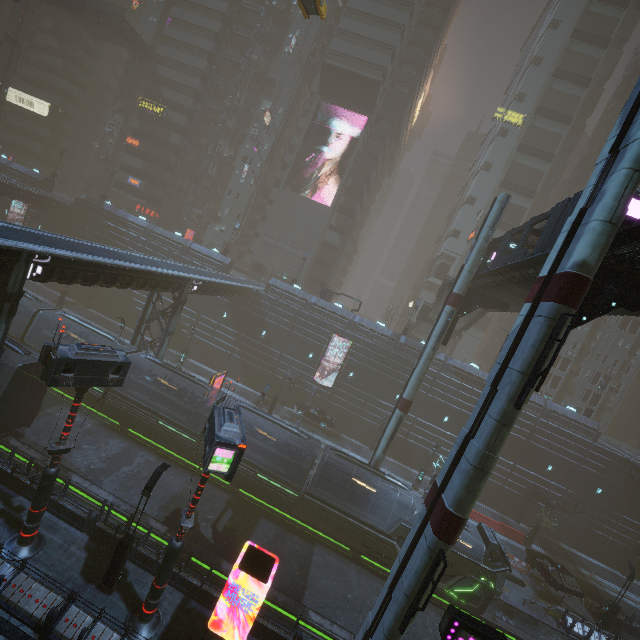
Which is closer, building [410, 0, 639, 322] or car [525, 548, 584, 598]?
car [525, 548, 584, 598]

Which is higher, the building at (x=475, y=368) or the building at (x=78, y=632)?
the building at (x=475, y=368)

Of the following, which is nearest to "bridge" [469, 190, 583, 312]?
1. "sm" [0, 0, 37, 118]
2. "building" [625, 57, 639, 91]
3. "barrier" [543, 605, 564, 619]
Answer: "barrier" [543, 605, 564, 619]

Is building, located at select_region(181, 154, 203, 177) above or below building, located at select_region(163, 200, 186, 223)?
above

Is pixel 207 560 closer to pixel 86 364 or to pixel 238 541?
pixel 238 541

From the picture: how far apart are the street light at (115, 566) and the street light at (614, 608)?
34.03m

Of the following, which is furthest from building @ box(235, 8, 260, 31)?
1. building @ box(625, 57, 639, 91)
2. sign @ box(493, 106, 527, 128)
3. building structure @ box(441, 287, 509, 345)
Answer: building structure @ box(441, 287, 509, 345)

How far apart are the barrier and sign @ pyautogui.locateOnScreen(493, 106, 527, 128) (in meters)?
62.14
